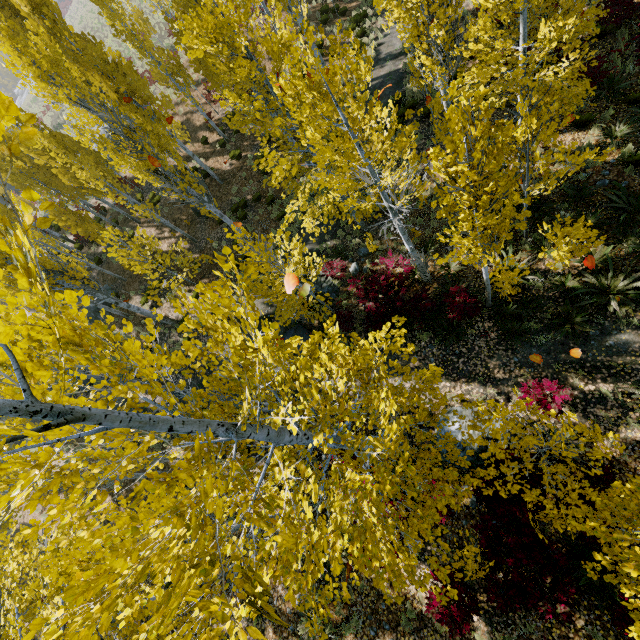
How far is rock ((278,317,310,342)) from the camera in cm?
1291

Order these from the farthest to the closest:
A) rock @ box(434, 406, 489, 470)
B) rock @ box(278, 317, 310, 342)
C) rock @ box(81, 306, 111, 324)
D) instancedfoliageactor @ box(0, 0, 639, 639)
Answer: rock @ box(81, 306, 111, 324)
rock @ box(278, 317, 310, 342)
rock @ box(434, 406, 489, 470)
instancedfoliageactor @ box(0, 0, 639, 639)

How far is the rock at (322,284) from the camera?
12.9 meters

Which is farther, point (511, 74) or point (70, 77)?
point (70, 77)

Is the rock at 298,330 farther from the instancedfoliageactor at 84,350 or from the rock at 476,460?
the rock at 476,460

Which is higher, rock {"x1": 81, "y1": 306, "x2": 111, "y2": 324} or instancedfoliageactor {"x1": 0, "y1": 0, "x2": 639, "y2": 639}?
instancedfoliageactor {"x1": 0, "y1": 0, "x2": 639, "y2": 639}

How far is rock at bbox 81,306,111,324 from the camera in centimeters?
1967cm
